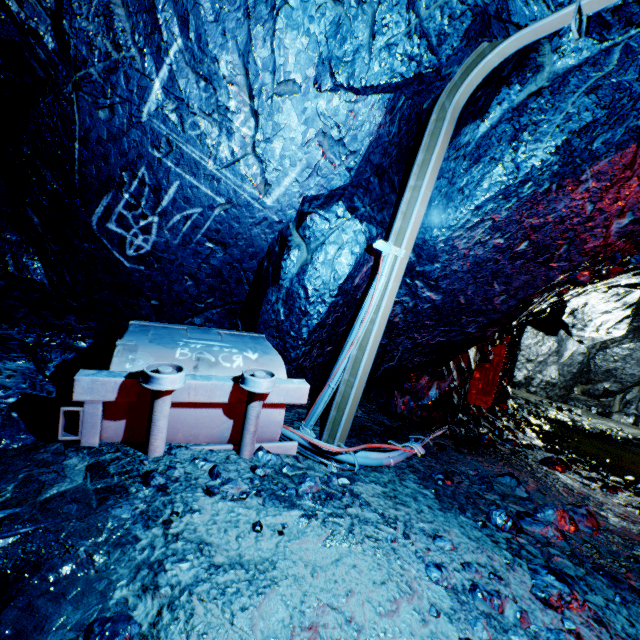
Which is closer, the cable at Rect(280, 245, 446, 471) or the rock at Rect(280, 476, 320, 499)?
the rock at Rect(280, 476, 320, 499)

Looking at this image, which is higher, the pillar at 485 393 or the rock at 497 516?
the pillar at 485 393

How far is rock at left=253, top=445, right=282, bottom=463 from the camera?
2.5 meters

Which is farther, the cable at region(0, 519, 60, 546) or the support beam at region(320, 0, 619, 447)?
the support beam at region(320, 0, 619, 447)

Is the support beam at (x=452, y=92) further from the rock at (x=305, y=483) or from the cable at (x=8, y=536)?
the cable at (x=8, y=536)

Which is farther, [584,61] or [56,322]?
[56,322]

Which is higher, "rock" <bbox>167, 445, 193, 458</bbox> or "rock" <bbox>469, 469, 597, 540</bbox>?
"rock" <bbox>469, 469, 597, 540</bbox>
